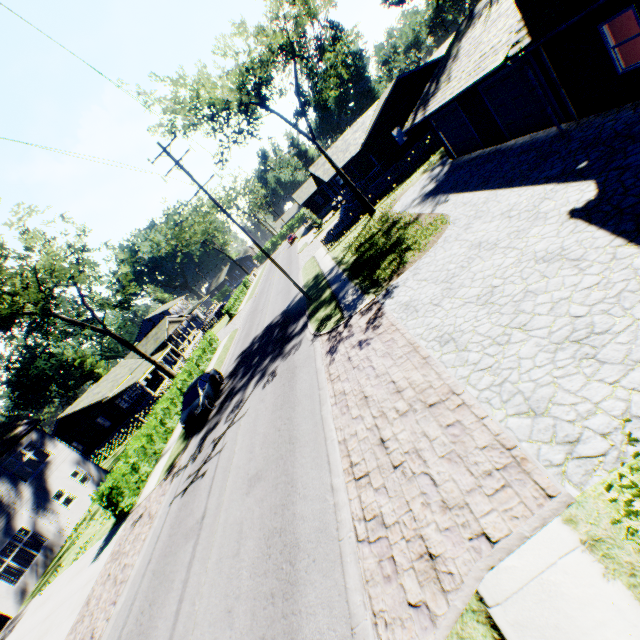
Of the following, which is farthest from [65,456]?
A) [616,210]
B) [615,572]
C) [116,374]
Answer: [616,210]

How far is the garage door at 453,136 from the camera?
17.64m

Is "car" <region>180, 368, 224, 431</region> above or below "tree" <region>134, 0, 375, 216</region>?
below

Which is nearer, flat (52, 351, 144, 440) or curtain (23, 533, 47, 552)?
curtain (23, 533, 47, 552)

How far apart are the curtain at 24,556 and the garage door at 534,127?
35.95m

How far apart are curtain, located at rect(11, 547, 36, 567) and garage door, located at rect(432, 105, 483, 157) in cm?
3603

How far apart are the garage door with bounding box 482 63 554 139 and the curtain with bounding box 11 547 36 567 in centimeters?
3595cm
